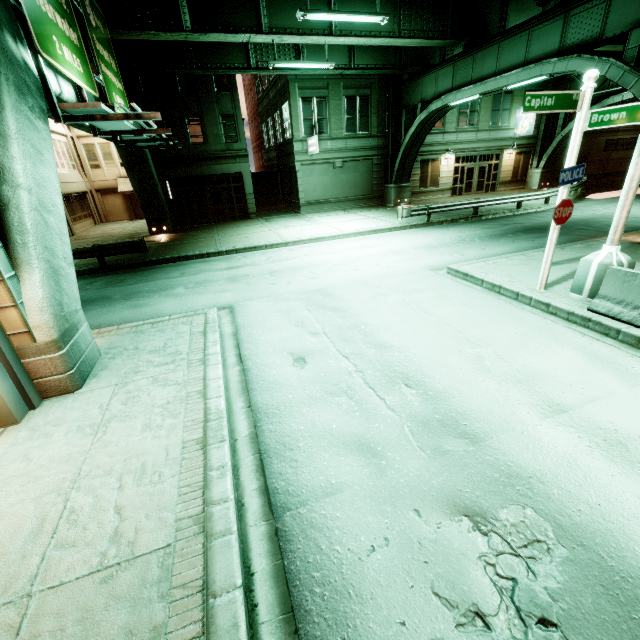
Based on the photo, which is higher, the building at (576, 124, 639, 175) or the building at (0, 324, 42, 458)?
the building at (576, 124, 639, 175)

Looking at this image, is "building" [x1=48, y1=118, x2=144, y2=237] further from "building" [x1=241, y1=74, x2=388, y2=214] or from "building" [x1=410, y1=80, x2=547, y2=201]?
"building" [x1=410, y1=80, x2=547, y2=201]

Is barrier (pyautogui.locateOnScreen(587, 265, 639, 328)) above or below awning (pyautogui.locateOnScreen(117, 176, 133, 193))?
below

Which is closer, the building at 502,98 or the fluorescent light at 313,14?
the fluorescent light at 313,14

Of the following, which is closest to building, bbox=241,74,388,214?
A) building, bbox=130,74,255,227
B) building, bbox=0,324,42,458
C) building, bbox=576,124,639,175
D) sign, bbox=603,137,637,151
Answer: building, bbox=130,74,255,227

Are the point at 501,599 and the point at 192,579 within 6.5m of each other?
yes

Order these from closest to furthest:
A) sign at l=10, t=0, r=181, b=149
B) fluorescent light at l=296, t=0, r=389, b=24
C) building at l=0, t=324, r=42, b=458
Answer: building at l=0, t=324, r=42, b=458 → sign at l=10, t=0, r=181, b=149 → fluorescent light at l=296, t=0, r=389, b=24

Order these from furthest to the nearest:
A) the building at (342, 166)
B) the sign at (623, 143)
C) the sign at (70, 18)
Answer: the sign at (623, 143) < the building at (342, 166) < the sign at (70, 18)
